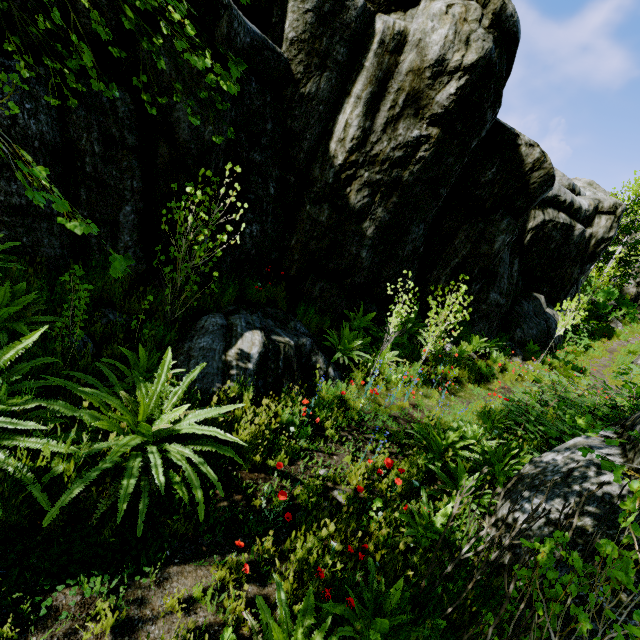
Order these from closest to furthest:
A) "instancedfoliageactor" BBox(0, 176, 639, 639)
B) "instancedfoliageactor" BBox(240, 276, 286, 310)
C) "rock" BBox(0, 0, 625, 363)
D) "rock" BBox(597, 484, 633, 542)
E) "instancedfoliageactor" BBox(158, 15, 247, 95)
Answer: "instancedfoliageactor" BBox(158, 15, 247, 95) → "instancedfoliageactor" BBox(0, 176, 639, 639) → "rock" BBox(597, 484, 633, 542) → "rock" BBox(0, 0, 625, 363) → "instancedfoliageactor" BBox(240, 276, 286, 310)

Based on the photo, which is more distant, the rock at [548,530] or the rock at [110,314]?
the rock at [110,314]

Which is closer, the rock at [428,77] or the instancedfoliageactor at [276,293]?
the rock at [428,77]

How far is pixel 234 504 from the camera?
3.16m

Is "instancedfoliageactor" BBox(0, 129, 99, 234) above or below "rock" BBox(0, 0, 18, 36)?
below

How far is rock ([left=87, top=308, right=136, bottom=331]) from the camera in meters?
4.3

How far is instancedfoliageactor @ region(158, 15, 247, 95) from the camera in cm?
154
